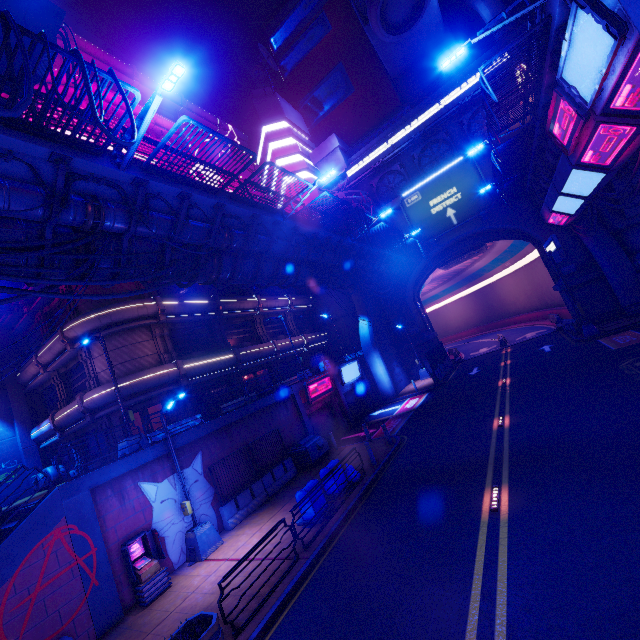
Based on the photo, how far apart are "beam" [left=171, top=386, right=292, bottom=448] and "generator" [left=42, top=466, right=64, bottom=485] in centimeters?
1581cm

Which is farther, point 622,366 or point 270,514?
point 622,366

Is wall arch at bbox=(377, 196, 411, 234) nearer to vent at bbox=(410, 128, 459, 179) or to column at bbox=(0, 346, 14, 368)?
vent at bbox=(410, 128, 459, 179)

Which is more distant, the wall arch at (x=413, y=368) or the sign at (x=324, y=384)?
the wall arch at (x=413, y=368)

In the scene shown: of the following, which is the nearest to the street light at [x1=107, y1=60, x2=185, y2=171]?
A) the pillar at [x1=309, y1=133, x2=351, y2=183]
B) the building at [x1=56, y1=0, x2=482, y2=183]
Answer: the building at [x1=56, y1=0, x2=482, y2=183]

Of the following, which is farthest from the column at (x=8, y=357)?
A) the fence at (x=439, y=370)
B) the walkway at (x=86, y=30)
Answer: the fence at (x=439, y=370)

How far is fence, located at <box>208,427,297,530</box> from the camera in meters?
14.2

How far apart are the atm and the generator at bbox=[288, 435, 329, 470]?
8.0m
